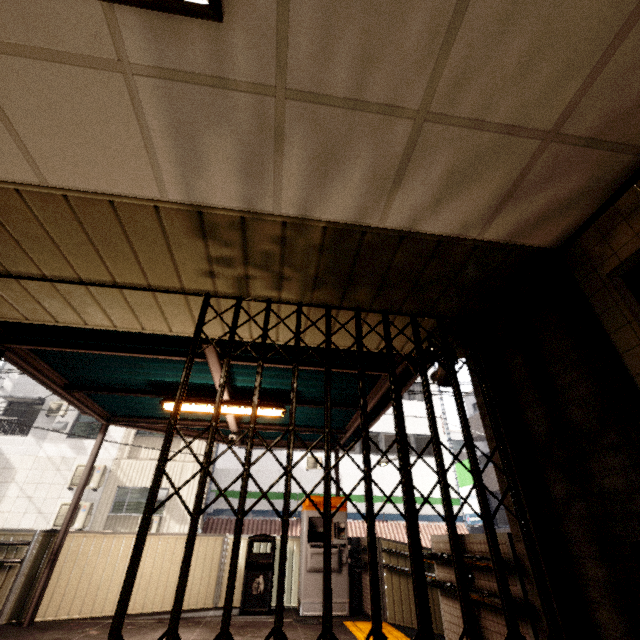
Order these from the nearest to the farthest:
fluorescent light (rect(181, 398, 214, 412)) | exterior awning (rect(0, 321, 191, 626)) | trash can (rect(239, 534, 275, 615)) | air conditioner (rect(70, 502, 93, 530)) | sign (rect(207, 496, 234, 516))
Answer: exterior awning (rect(0, 321, 191, 626)) < fluorescent light (rect(181, 398, 214, 412)) < trash can (rect(239, 534, 275, 615)) < air conditioner (rect(70, 502, 93, 530)) < sign (rect(207, 496, 234, 516))

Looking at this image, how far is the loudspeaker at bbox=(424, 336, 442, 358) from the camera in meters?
3.4

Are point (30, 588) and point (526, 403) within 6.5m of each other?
no

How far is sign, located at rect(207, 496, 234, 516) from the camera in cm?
1385

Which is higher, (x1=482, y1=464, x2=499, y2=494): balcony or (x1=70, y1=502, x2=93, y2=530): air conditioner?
(x1=482, y1=464, x2=499, y2=494): balcony

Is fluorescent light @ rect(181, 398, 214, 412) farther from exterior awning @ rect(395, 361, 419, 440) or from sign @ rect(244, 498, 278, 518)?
sign @ rect(244, 498, 278, 518)

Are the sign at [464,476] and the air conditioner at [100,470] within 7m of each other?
no

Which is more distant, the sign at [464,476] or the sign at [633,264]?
the sign at [464,476]
